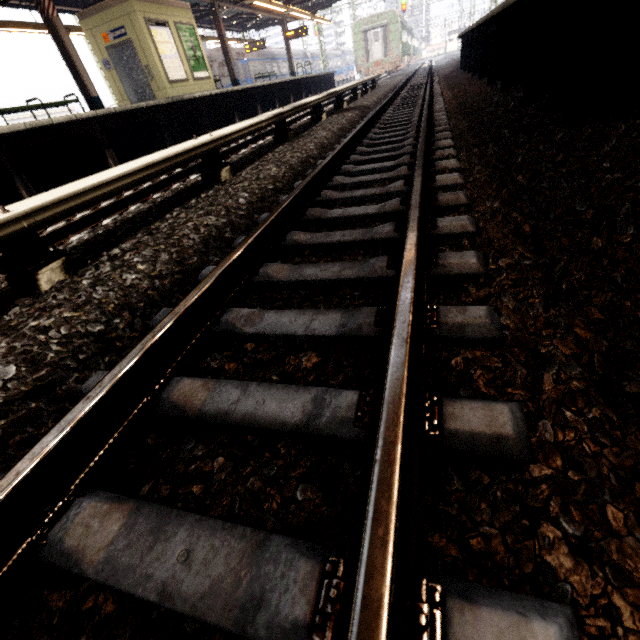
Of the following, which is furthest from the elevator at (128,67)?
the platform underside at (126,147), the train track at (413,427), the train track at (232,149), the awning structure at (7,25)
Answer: the train track at (413,427)

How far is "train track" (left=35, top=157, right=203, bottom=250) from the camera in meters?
3.7 m

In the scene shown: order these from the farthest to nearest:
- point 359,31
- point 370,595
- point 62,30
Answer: point 359,31 → point 62,30 → point 370,595

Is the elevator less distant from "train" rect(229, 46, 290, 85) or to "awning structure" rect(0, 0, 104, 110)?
"awning structure" rect(0, 0, 104, 110)

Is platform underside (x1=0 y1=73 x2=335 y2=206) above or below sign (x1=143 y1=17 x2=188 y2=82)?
below

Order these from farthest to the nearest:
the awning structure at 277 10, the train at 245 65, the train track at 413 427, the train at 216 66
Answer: the train at 245 65 → the train at 216 66 → the awning structure at 277 10 → the train track at 413 427

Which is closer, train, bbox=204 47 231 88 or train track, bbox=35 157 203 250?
train track, bbox=35 157 203 250

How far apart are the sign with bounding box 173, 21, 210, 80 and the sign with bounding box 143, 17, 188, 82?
0.3m
